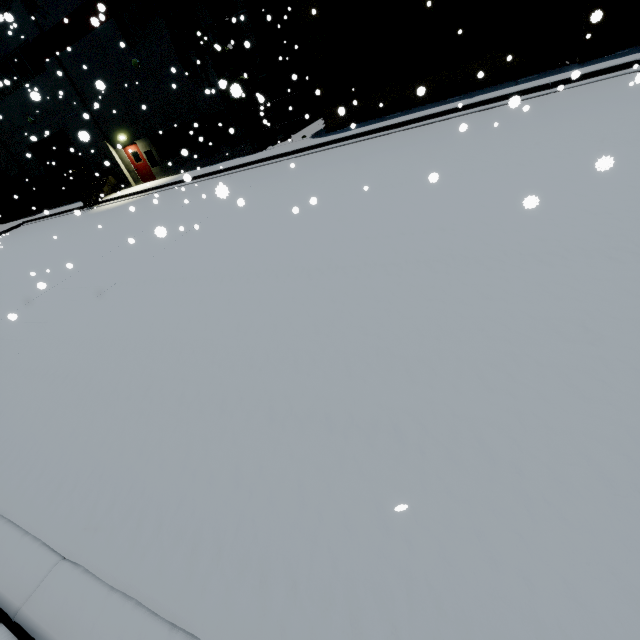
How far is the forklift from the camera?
20.8 meters

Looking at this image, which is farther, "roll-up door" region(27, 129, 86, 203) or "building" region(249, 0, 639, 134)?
"roll-up door" region(27, 129, 86, 203)

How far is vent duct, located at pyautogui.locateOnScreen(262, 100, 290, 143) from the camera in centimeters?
1730cm

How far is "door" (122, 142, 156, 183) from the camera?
20.8m

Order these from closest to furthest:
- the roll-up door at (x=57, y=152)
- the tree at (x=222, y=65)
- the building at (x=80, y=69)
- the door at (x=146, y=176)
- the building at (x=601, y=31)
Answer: the building at (x=601, y=31), the tree at (x=222, y=65), the building at (x=80, y=69), the door at (x=146, y=176), the roll-up door at (x=57, y=152)

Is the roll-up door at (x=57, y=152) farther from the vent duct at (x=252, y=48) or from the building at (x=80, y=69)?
the vent duct at (x=252, y=48)

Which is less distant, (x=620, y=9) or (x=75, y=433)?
(x=75, y=433)

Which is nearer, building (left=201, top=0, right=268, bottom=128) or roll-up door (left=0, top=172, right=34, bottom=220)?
building (left=201, top=0, right=268, bottom=128)
